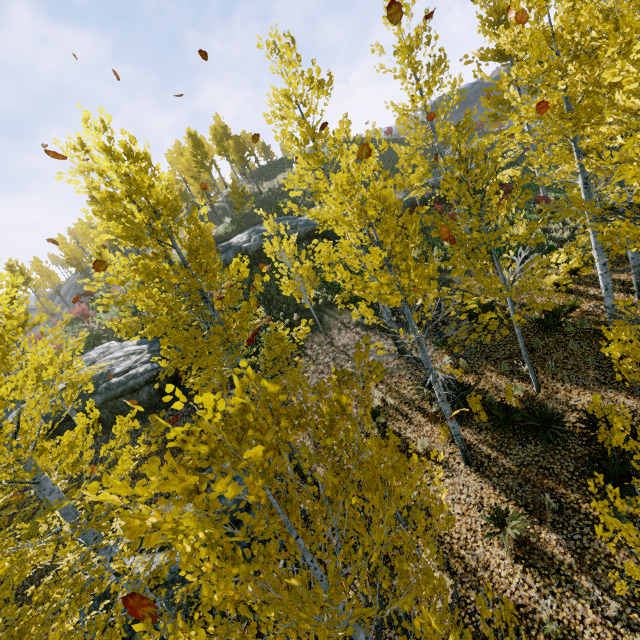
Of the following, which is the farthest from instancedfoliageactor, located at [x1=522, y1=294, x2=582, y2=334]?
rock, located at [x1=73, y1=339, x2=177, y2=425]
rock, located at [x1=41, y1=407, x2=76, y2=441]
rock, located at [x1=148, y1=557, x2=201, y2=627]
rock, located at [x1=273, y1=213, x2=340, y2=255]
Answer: rock, located at [x1=273, y1=213, x2=340, y2=255]

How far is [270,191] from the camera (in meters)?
33.94

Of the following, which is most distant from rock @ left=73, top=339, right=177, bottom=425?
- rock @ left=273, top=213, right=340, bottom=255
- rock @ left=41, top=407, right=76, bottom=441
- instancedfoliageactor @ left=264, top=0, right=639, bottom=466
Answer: rock @ left=273, top=213, right=340, bottom=255

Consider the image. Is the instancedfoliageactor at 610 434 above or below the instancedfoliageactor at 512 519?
below

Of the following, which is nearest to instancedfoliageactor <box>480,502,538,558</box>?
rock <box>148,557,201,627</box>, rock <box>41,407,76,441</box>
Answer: rock <box>148,557,201,627</box>

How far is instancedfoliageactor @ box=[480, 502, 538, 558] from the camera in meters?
6.2 m

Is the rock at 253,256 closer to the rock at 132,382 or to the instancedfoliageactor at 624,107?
the rock at 132,382

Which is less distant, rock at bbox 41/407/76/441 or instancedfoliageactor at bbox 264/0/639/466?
instancedfoliageactor at bbox 264/0/639/466
